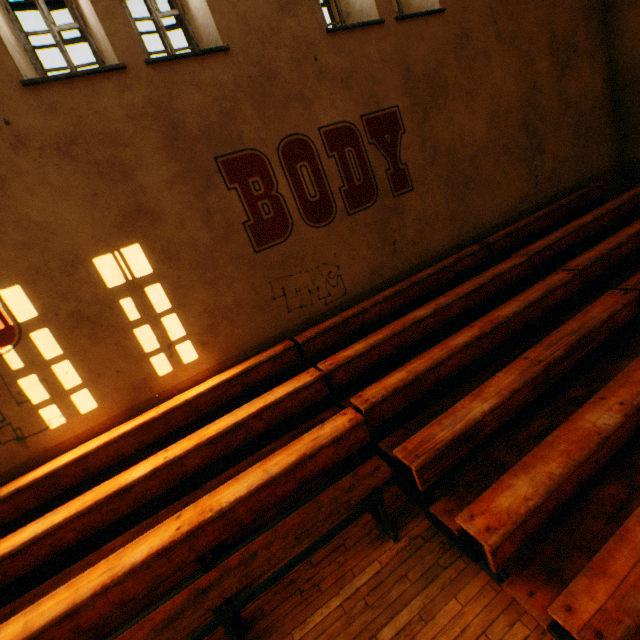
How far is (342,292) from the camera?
5.38m
